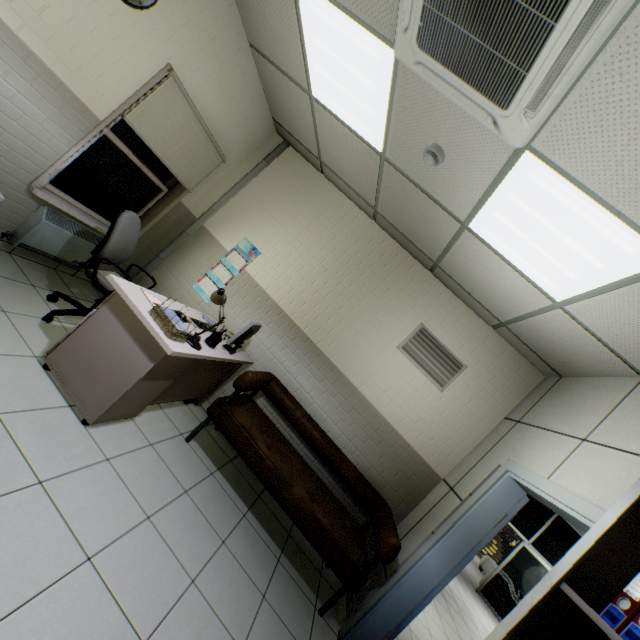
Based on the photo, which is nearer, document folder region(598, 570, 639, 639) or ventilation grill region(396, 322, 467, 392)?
document folder region(598, 570, 639, 639)

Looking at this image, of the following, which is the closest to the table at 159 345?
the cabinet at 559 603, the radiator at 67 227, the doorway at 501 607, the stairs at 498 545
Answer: the radiator at 67 227

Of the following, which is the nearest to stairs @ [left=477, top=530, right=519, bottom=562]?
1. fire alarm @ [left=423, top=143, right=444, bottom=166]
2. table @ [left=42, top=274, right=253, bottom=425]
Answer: table @ [left=42, top=274, right=253, bottom=425]

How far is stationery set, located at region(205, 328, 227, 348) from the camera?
3.0 meters

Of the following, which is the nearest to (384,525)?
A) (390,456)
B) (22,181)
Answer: (390,456)

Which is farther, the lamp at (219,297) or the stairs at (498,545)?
the stairs at (498,545)

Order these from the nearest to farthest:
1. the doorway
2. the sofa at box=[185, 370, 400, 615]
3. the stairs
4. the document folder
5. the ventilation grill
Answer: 1. the document folder
2. the sofa at box=[185, 370, 400, 615]
3. the ventilation grill
4. the doorway
5. the stairs

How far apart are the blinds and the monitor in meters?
2.1
